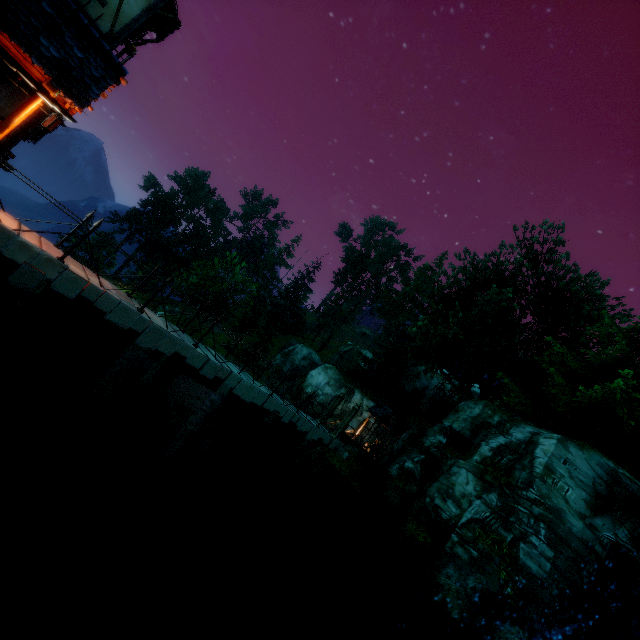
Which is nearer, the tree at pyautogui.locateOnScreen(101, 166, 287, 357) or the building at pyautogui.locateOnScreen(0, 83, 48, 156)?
the building at pyautogui.locateOnScreen(0, 83, 48, 156)

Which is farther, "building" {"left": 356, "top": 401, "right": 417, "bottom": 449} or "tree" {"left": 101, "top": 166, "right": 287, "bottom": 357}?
"tree" {"left": 101, "top": 166, "right": 287, "bottom": 357}

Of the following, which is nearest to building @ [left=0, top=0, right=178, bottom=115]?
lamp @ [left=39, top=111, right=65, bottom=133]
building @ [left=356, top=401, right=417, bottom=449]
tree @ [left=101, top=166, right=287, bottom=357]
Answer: lamp @ [left=39, top=111, right=65, bottom=133]

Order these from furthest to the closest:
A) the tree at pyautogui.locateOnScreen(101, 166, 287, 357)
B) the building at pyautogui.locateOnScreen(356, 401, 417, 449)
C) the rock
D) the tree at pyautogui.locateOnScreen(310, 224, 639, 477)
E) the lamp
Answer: the tree at pyautogui.locateOnScreen(101, 166, 287, 357)
the building at pyautogui.locateOnScreen(356, 401, 417, 449)
the tree at pyautogui.locateOnScreen(310, 224, 639, 477)
the rock
the lamp

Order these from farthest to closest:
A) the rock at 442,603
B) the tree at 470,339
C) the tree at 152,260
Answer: the tree at 152,260 < the tree at 470,339 < the rock at 442,603

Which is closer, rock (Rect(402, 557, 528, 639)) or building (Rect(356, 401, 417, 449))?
rock (Rect(402, 557, 528, 639))

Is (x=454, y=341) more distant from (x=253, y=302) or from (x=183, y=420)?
(x=253, y=302)

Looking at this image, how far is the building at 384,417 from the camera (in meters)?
26.92
